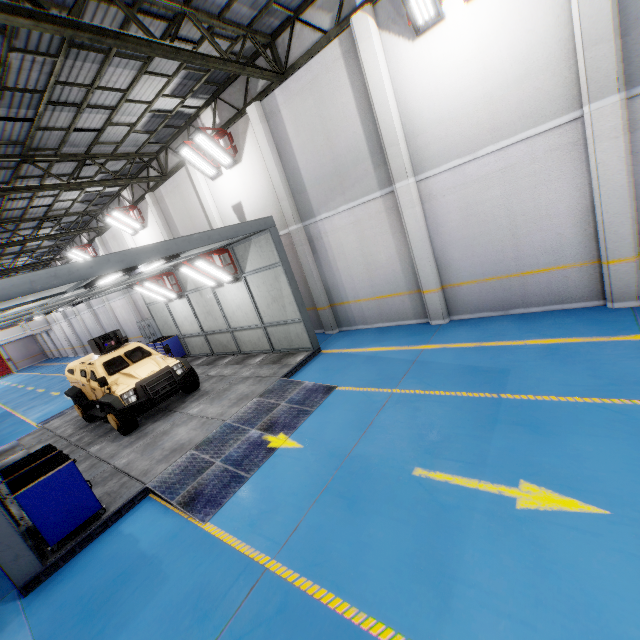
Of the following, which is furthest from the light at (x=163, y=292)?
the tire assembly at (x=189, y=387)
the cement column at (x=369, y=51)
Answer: the cement column at (x=369, y=51)

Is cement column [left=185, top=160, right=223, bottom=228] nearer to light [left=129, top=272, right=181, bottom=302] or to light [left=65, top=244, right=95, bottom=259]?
light [left=129, top=272, right=181, bottom=302]

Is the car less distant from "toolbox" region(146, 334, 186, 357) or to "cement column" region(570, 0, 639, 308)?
"toolbox" region(146, 334, 186, 357)

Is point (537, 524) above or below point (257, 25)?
below

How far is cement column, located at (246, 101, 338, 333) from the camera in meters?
10.2

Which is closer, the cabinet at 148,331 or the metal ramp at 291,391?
the metal ramp at 291,391

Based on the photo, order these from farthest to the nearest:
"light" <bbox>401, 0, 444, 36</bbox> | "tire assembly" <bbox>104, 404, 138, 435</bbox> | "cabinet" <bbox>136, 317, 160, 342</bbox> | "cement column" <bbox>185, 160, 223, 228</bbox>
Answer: "cabinet" <bbox>136, 317, 160, 342</bbox> < "cement column" <bbox>185, 160, 223, 228</bbox> < "tire assembly" <bbox>104, 404, 138, 435</bbox> < "light" <bbox>401, 0, 444, 36</bbox>

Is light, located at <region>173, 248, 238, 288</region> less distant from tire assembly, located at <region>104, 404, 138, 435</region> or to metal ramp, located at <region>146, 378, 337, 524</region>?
metal ramp, located at <region>146, 378, 337, 524</region>
